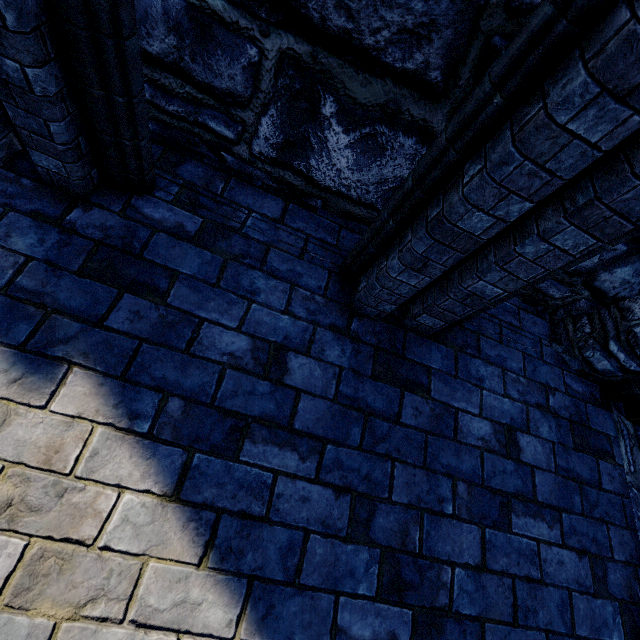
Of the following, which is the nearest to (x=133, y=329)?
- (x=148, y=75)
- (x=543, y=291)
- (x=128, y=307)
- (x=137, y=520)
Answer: (x=128, y=307)

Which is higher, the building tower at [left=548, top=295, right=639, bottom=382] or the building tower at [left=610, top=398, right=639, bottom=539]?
the building tower at [left=548, top=295, right=639, bottom=382]

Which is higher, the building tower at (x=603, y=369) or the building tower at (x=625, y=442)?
the building tower at (x=603, y=369)
